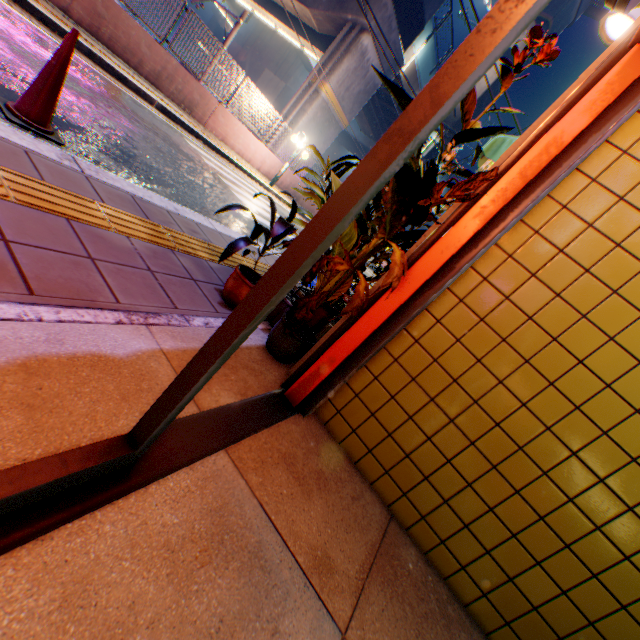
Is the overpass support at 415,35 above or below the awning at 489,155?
above

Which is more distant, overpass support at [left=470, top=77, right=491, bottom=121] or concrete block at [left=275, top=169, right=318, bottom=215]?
overpass support at [left=470, top=77, right=491, bottom=121]

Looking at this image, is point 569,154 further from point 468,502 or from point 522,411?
point 468,502

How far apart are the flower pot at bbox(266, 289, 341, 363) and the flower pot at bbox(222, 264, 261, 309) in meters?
0.1

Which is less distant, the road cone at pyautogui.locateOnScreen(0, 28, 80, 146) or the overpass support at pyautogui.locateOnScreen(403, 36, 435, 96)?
the road cone at pyautogui.locateOnScreen(0, 28, 80, 146)

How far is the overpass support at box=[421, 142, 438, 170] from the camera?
26.9m

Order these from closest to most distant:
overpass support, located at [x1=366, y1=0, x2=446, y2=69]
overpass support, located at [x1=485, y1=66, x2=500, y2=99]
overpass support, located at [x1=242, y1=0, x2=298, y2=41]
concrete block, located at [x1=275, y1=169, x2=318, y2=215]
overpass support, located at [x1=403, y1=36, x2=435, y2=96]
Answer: overpass support, located at [x1=366, y1=0, x2=446, y2=69], concrete block, located at [x1=275, y1=169, x2=318, y2=215], overpass support, located at [x1=242, y1=0, x2=298, y2=41], overpass support, located at [x1=403, y1=36, x2=435, y2=96], overpass support, located at [x1=485, y1=66, x2=500, y2=99]
